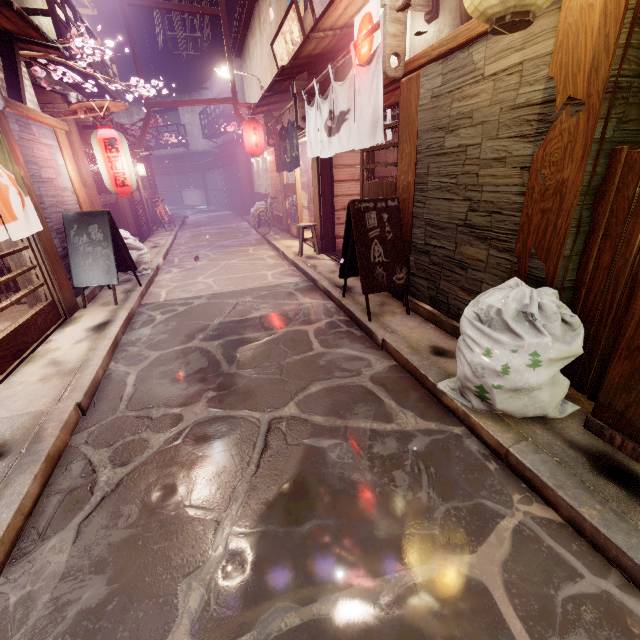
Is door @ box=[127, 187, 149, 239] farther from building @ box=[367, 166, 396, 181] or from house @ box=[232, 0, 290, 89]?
building @ box=[367, 166, 396, 181]

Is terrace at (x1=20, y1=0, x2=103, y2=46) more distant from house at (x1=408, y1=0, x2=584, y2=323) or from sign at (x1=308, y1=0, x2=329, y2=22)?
house at (x1=408, y1=0, x2=584, y2=323)

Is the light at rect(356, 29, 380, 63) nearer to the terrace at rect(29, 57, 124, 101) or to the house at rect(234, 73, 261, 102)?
the house at rect(234, 73, 261, 102)

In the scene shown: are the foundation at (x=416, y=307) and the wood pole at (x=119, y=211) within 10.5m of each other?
no

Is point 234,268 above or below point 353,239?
below

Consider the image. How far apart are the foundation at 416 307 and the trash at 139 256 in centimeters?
1047cm

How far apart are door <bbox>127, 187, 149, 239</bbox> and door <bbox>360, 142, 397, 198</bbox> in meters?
16.9

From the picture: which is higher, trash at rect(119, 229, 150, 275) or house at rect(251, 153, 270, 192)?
house at rect(251, 153, 270, 192)
